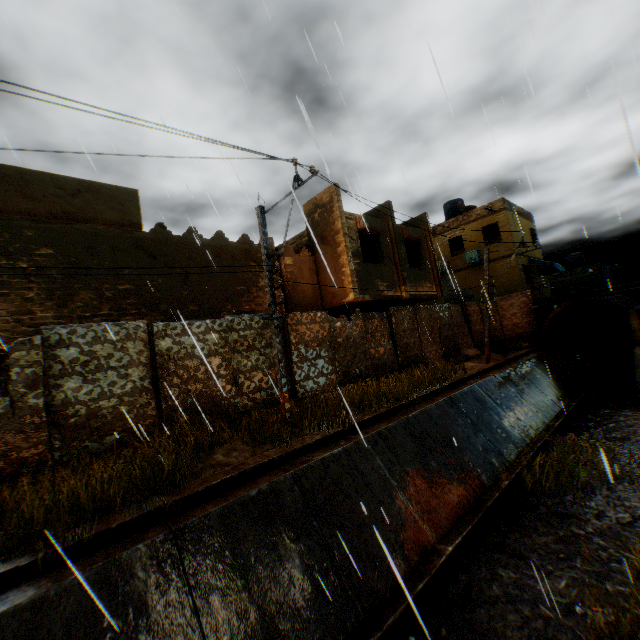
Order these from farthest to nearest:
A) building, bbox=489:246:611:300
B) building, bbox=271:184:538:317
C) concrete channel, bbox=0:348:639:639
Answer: building, bbox=489:246:611:300, building, bbox=271:184:538:317, concrete channel, bbox=0:348:639:639

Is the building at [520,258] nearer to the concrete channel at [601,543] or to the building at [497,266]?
the building at [497,266]

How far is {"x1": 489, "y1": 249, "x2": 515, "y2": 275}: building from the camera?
21.70m

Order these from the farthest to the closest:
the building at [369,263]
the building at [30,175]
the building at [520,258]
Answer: the building at [520,258] < the building at [369,263] < the building at [30,175]

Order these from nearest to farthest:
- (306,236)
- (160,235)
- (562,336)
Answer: (160,235) → (306,236) → (562,336)

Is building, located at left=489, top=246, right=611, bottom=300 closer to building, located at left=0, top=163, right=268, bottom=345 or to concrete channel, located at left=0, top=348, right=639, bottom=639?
building, located at left=0, top=163, right=268, bottom=345
